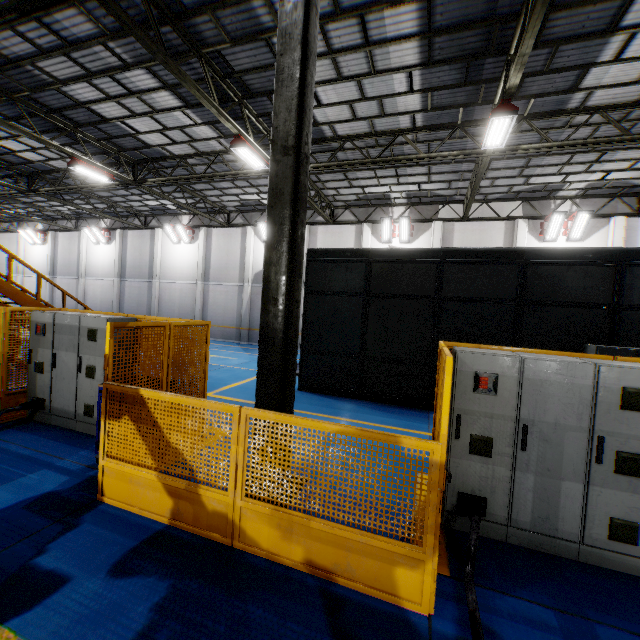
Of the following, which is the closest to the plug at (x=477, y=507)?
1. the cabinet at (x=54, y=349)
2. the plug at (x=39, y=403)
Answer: the cabinet at (x=54, y=349)

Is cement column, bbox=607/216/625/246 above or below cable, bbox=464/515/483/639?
above

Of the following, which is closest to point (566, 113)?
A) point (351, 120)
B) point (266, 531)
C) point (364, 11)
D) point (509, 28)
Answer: point (509, 28)

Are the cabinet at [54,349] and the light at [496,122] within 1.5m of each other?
no

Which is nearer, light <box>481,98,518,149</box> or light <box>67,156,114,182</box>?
light <box>481,98,518,149</box>

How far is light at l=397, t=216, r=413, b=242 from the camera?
17.5m

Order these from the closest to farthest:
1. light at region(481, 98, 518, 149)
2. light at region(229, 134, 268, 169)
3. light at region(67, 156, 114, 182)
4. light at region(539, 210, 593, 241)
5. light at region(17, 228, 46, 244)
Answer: light at region(481, 98, 518, 149), light at region(229, 134, 268, 169), light at region(67, 156, 114, 182), light at region(539, 210, 593, 241), light at region(17, 228, 46, 244)

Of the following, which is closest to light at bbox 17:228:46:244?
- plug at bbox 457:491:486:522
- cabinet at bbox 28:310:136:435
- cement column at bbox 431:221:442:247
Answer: cabinet at bbox 28:310:136:435
